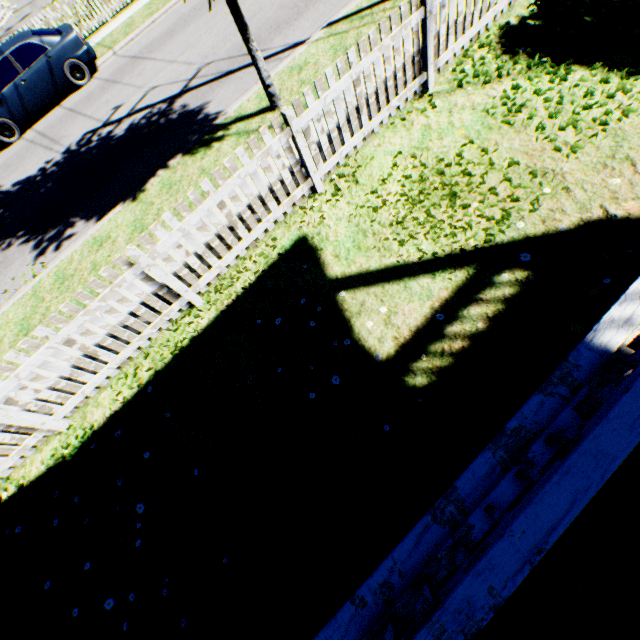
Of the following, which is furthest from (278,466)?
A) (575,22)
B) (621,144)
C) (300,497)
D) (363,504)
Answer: (575,22)

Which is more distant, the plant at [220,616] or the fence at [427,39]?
the fence at [427,39]

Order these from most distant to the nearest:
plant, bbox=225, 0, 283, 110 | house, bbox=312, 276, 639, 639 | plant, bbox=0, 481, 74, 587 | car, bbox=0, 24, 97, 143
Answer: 1. car, bbox=0, 24, 97, 143
2. plant, bbox=225, 0, 283, 110
3. plant, bbox=0, 481, 74, 587
4. house, bbox=312, 276, 639, 639

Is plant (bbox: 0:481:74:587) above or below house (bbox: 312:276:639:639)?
below

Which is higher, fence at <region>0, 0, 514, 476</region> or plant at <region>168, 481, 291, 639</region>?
fence at <region>0, 0, 514, 476</region>

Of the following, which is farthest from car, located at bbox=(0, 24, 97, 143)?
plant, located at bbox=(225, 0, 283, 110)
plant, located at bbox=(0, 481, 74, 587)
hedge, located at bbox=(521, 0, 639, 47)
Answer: hedge, located at bbox=(521, 0, 639, 47)

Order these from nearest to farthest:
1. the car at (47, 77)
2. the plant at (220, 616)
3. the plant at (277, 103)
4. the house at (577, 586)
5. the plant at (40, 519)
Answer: the house at (577, 586), the plant at (220, 616), the plant at (40, 519), the plant at (277, 103), the car at (47, 77)

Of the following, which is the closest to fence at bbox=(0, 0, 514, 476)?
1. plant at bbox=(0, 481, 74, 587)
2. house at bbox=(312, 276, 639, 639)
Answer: plant at bbox=(0, 481, 74, 587)
